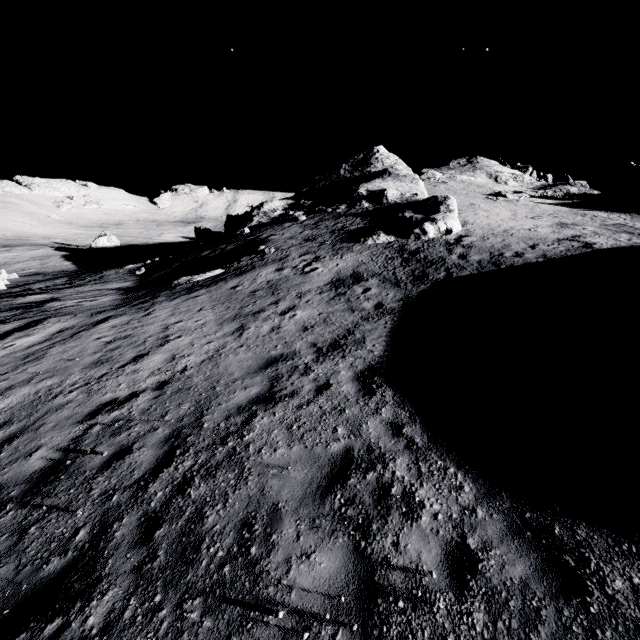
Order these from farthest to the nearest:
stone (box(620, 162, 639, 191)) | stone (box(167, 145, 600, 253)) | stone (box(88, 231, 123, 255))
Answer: stone (box(88, 231, 123, 255)) → stone (box(620, 162, 639, 191)) → stone (box(167, 145, 600, 253))

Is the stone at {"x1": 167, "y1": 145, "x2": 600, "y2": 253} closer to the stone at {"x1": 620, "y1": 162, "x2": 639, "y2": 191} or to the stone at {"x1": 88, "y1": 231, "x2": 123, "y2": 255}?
the stone at {"x1": 88, "y1": 231, "x2": 123, "y2": 255}

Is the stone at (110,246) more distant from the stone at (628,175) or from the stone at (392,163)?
the stone at (628,175)

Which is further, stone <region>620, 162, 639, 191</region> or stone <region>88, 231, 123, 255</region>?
stone <region>88, 231, 123, 255</region>

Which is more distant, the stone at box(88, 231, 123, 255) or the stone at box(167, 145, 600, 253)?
the stone at box(88, 231, 123, 255)

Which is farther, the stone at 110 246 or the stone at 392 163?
the stone at 110 246

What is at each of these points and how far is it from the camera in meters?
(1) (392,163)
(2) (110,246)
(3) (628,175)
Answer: (1) stone, 48.8 m
(2) stone, 54.3 m
(3) stone, 37.6 m
